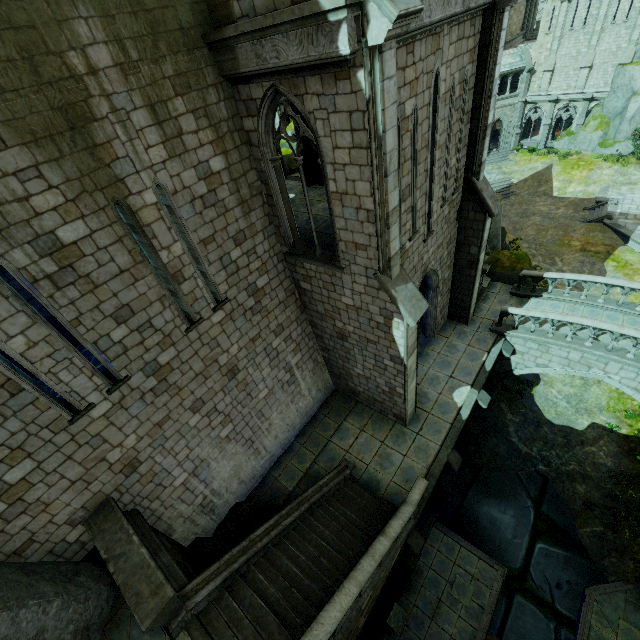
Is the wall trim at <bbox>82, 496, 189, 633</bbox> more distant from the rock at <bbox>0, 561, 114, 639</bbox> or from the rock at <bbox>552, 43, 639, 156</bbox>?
the rock at <bbox>552, 43, 639, 156</bbox>

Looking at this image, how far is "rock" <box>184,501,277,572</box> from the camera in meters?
9.6 m

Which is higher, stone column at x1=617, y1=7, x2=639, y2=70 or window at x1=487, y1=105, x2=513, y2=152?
stone column at x1=617, y1=7, x2=639, y2=70

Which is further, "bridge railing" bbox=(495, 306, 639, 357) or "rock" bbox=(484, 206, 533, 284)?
"rock" bbox=(484, 206, 533, 284)

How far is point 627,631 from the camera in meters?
12.1

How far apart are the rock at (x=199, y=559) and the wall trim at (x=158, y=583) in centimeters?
148cm

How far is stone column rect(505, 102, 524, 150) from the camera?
38.99m

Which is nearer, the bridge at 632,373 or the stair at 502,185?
the bridge at 632,373
